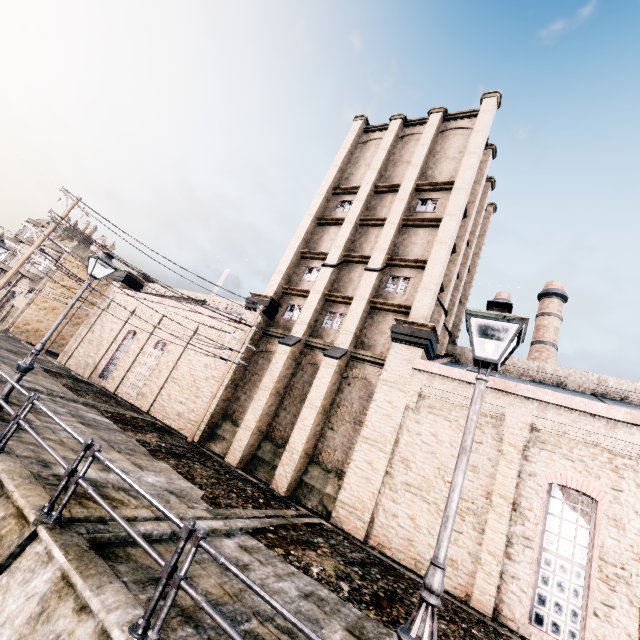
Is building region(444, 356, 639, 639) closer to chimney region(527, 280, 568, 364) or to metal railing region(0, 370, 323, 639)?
metal railing region(0, 370, 323, 639)

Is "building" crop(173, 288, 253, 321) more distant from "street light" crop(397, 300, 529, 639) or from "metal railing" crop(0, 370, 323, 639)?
"metal railing" crop(0, 370, 323, 639)

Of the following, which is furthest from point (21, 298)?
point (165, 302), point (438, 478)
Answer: point (438, 478)

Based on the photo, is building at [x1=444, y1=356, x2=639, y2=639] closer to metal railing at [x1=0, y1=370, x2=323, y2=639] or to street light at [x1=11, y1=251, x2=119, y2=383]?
street light at [x1=11, y1=251, x2=119, y2=383]

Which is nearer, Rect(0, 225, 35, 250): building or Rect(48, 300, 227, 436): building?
Rect(48, 300, 227, 436): building

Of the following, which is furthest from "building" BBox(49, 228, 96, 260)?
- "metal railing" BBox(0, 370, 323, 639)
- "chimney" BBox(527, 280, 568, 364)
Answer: "chimney" BBox(527, 280, 568, 364)

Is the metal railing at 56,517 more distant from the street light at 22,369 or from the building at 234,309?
the building at 234,309
